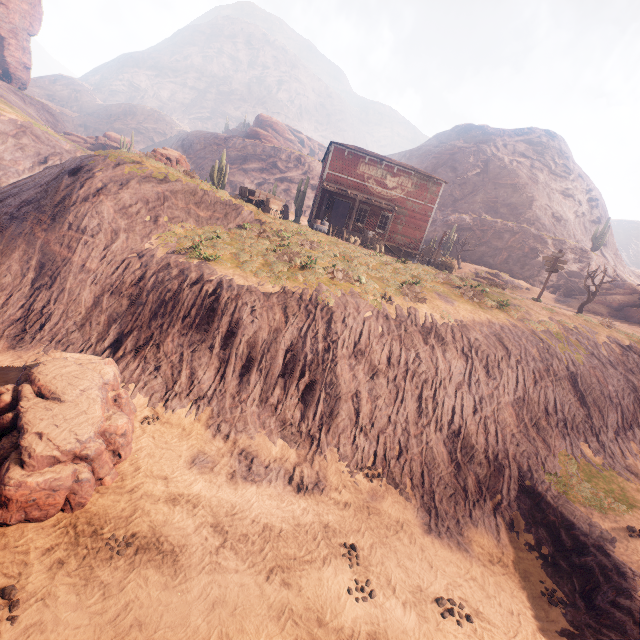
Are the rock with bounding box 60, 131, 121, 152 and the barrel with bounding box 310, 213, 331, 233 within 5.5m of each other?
no

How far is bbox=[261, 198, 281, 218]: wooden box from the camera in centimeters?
2238cm

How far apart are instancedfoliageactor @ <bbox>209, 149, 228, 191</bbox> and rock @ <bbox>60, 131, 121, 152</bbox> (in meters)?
Result: 31.70

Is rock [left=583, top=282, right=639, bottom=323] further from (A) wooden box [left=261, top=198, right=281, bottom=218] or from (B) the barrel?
(A) wooden box [left=261, top=198, right=281, bottom=218]

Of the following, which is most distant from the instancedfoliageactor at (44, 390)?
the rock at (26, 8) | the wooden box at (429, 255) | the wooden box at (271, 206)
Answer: the rock at (26, 8)

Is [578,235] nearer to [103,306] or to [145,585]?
[103,306]

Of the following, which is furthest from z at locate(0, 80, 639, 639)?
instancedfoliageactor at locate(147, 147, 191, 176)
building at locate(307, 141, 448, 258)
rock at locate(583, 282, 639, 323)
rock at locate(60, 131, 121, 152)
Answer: rock at locate(60, 131, 121, 152)

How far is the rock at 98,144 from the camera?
49.6m
